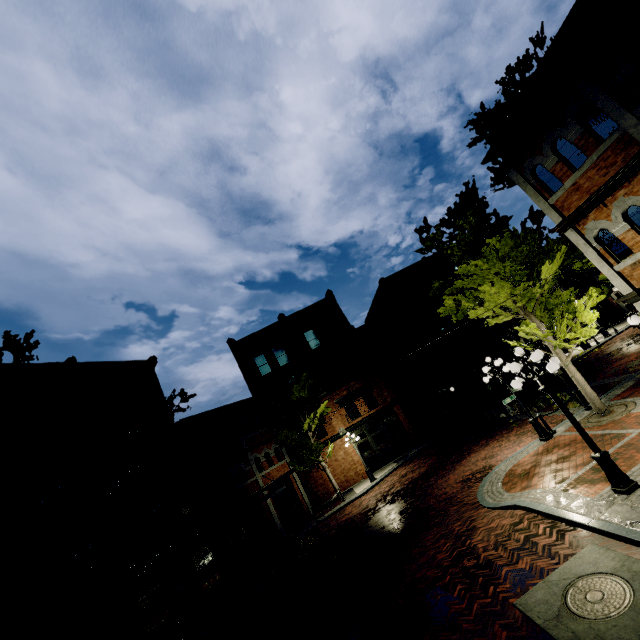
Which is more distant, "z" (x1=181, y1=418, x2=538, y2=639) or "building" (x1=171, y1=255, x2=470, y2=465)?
"building" (x1=171, y1=255, x2=470, y2=465)

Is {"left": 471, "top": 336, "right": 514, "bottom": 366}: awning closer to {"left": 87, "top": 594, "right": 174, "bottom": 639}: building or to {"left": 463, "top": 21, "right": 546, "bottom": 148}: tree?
{"left": 87, "top": 594, "right": 174, "bottom": 639}: building

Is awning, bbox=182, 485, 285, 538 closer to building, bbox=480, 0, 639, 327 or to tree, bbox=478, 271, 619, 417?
tree, bbox=478, 271, 619, 417

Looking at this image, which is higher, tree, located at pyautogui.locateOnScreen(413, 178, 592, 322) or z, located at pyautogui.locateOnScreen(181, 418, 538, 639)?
tree, located at pyautogui.locateOnScreen(413, 178, 592, 322)

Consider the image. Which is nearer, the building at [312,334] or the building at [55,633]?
the building at [55,633]

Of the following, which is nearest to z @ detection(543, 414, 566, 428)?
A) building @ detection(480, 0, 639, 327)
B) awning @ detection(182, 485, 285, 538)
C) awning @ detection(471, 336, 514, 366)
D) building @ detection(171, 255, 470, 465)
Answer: building @ detection(171, 255, 470, 465)

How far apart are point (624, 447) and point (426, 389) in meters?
18.9 m

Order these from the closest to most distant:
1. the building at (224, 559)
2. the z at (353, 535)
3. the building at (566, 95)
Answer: the building at (566, 95)
the z at (353, 535)
the building at (224, 559)
